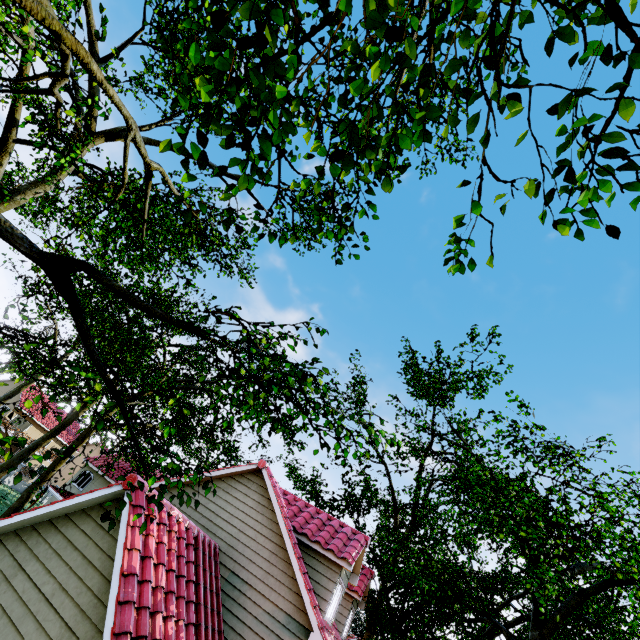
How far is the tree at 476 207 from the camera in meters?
2.9 m

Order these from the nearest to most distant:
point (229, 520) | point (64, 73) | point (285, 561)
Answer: point (64, 73) < point (285, 561) < point (229, 520)

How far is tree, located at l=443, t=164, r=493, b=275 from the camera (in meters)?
2.86
